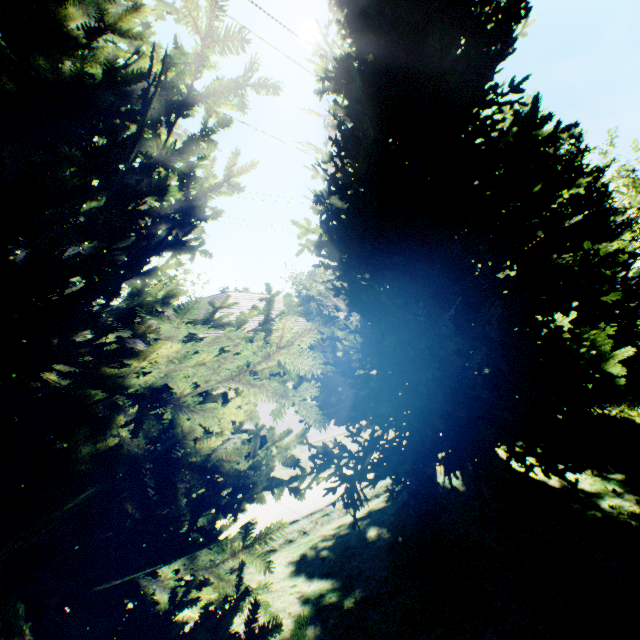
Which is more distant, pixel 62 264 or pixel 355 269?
pixel 355 269
